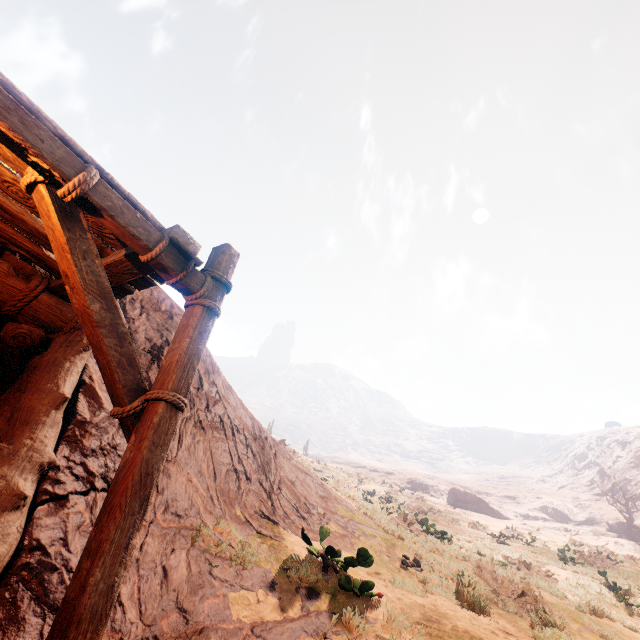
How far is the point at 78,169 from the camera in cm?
→ 216

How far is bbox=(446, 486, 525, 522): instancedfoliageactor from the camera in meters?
39.0

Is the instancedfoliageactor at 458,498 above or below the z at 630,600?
above

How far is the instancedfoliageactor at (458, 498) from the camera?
39.0m

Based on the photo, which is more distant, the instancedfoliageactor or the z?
the instancedfoliageactor

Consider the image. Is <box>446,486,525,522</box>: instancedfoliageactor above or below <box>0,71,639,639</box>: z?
above
